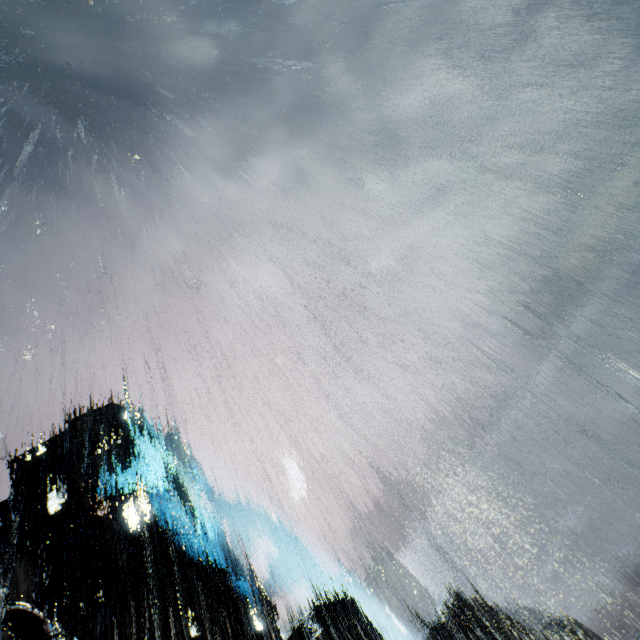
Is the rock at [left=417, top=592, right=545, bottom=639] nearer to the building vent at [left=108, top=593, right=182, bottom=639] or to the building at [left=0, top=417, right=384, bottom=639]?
the building at [left=0, top=417, right=384, bottom=639]

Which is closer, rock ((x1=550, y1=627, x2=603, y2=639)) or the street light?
the street light

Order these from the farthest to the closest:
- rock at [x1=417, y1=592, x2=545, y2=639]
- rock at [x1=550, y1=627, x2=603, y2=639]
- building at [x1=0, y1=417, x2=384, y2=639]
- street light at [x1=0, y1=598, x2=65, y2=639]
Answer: rock at [x1=550, y1=627, x2=603, y2=639]
rock at [x1=417, y1=592, x2=545, y2=639]
building at [x1=0, y1=417, x2=384, y2=639]
street light at [x1=0, y1=598, x2=65, y2=639]

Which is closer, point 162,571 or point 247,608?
point 162,571

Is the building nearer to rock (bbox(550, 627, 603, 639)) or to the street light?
the street light

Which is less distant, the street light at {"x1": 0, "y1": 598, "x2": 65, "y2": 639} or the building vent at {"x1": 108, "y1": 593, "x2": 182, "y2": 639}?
the street light at {"x1": 0, "y1": 598, "x2": 65, "y2": 639}

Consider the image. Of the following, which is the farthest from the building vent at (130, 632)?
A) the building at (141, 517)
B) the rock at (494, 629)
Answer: the rock at (494, 629)

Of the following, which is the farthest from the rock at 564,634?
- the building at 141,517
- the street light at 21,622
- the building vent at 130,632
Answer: the street light at 21,622
